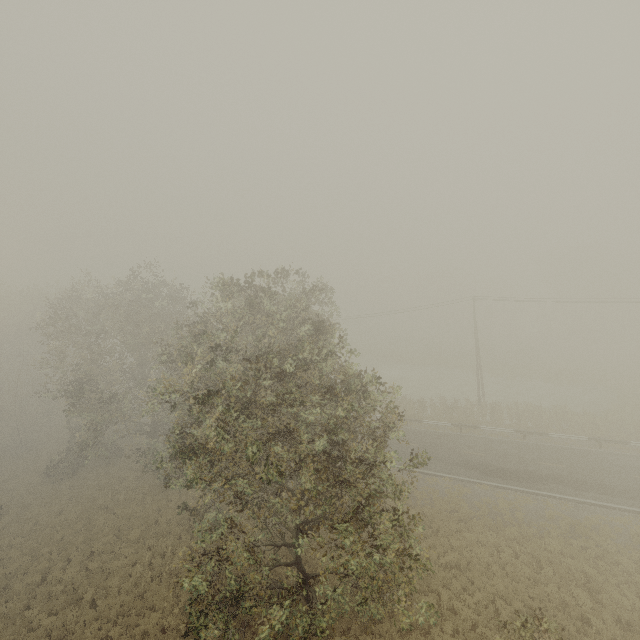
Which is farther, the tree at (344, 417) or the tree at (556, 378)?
the tree at (556, 378)

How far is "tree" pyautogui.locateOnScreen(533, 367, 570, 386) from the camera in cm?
4038

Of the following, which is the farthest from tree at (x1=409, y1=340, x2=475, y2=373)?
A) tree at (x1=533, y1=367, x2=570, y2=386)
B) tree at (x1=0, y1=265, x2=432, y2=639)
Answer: tree at (x1=0, y1=265, x2=432, y2=639)

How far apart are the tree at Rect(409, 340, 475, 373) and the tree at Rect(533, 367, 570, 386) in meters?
15.5

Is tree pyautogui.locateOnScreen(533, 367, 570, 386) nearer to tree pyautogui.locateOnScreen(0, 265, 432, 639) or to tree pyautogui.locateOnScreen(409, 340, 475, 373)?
tree pyautogui.locateOnScreen(409, 340, 475, 373)

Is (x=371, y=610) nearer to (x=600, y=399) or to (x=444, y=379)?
(x=600, y=399)

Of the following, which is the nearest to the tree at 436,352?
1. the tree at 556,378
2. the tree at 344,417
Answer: the tree at 556,378

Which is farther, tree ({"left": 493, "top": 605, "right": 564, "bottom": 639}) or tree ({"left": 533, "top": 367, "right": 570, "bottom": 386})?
tree ({"left": 533, "top": 367, "right": 570, "bottom": 386})
